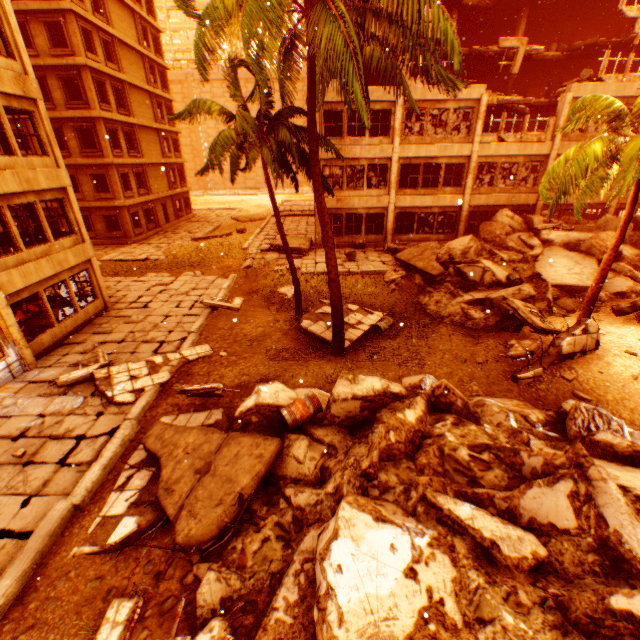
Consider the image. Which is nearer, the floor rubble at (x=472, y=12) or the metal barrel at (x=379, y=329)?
the metal barrel at (x=379, y=329)

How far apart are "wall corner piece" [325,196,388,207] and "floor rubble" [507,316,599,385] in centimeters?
1389cm

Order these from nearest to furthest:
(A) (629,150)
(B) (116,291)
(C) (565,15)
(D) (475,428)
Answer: (D) (475,428), (A) (629,150), (B) (116,291), (C) (565,15)

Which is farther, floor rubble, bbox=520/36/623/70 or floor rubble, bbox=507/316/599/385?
floor rubble, bbox=520/36/623/70

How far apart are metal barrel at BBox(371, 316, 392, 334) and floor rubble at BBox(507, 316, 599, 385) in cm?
308

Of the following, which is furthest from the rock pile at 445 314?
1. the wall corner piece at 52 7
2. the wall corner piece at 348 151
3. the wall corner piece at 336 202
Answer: the wall corner piece at 52 7

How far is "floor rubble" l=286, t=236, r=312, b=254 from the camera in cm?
2134

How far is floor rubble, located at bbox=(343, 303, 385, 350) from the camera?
12.30m
